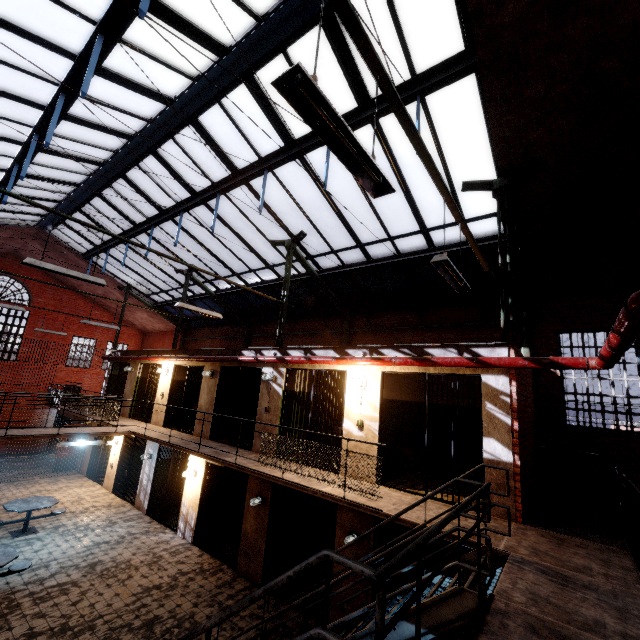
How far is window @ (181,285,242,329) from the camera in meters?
16.1

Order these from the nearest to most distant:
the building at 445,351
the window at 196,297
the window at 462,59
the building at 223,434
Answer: the window at 462,59
the building at 445,351
the building at 223,434
the window at 196,297

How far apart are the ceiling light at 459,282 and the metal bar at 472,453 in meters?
2.3

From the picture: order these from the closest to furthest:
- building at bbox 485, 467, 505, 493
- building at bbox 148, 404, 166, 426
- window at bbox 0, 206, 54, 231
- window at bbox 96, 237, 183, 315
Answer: building at bbox 485, 467, 505, 493, window at bbox 0, 206, 54, 231, building at bbox 148, 404, 166, 426, window at bbox 96, 237, 183, 315

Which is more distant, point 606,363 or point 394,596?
point 606,363

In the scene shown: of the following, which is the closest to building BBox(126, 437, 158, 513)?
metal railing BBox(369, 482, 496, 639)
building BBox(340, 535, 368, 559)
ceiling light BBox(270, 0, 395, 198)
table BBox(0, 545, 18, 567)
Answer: building BBox(340, 535, 368, 559)

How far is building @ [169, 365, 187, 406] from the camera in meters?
12.7

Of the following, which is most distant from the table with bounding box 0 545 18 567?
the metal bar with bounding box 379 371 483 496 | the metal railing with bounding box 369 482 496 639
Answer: the metal railing with bounding box 369 482 496 639
